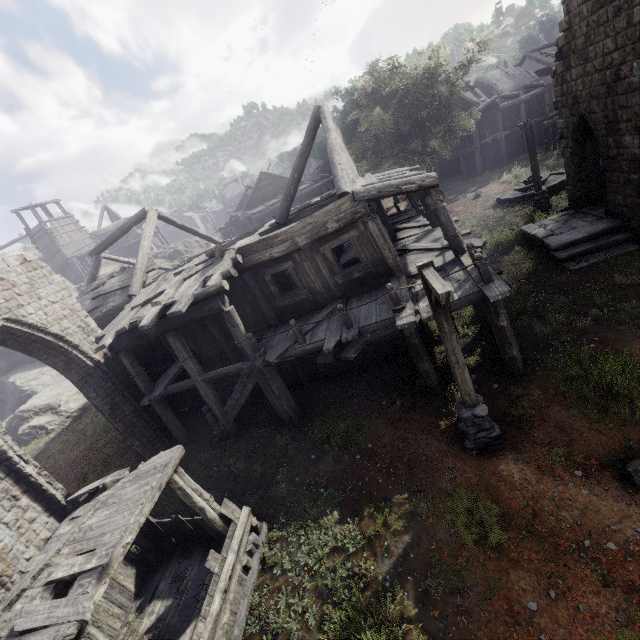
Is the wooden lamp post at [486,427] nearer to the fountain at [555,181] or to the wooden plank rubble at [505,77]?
the fountain at [555,181]

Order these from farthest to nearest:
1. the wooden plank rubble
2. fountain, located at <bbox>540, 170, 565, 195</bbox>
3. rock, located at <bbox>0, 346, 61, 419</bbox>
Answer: the wooden plank rubble < rock, located at <bbox>0, 346, 61, 419</bbox> < fountain, located at <bbox>540, 170, 565, 195</bbox>

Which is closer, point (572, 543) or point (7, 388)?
point (572, 543)

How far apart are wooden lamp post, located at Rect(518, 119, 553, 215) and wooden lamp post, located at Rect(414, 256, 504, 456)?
14.3 meters

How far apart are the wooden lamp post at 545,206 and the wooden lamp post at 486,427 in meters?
14.3

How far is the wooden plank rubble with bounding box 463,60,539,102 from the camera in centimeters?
3134cm

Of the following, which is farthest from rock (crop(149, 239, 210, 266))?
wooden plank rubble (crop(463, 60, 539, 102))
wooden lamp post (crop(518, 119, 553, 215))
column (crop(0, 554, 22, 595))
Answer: wooden plank rubble (crop(463, 60, 539, 102))

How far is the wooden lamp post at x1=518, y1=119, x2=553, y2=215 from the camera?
16.25m
